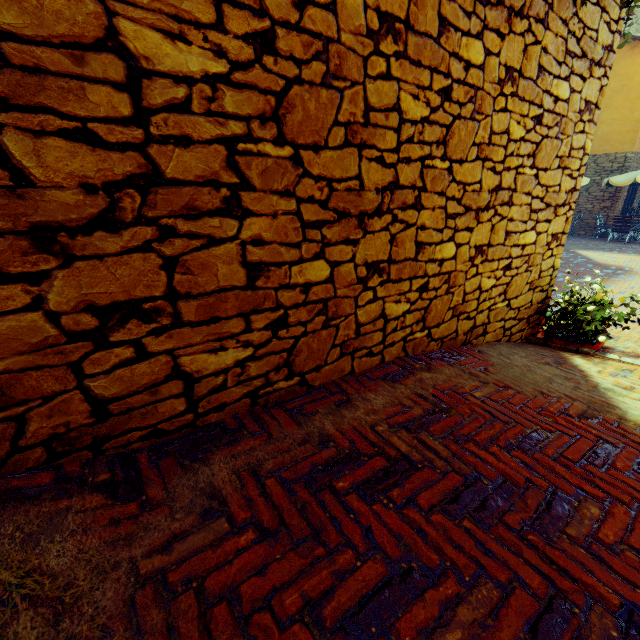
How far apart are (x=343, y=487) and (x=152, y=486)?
0.80m
